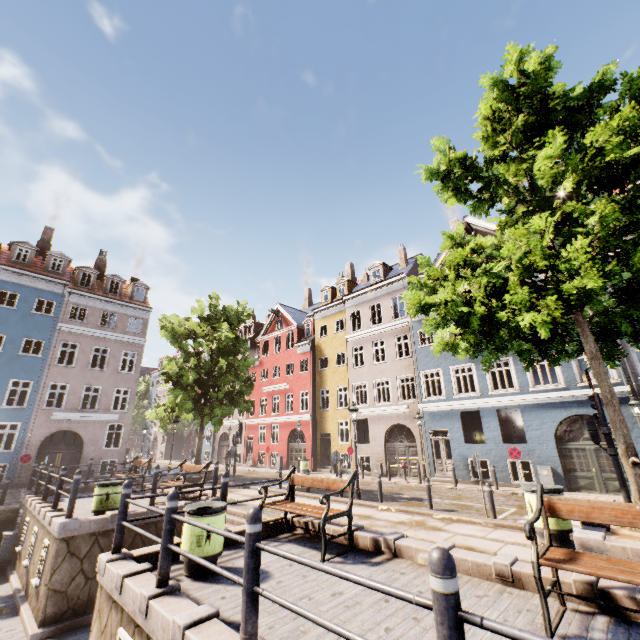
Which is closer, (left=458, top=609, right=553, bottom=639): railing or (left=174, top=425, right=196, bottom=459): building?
(left=458, top=609, right=553, bottom=639): railing

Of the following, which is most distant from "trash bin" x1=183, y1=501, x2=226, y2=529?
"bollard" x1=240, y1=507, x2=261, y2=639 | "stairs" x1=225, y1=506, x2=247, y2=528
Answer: "bollard" x1=240, y1=507, x2=261, y2=639

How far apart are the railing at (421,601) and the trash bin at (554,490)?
5.8m

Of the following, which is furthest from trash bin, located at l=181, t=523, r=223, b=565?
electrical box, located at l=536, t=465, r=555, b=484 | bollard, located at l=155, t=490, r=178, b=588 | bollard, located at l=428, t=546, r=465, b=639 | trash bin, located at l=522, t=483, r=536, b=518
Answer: electrical box, located at l=536, t=465, r=555, b=484

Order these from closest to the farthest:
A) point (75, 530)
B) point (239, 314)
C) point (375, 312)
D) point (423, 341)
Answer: point (75, 530) < point (239, 314) < point (423, 341) < point (375, 312)

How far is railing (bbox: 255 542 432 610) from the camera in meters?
2.0 m

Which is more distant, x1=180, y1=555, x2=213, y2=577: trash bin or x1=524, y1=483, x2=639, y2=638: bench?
x1=180, y1=555, x2=213, y2=577: trash bin

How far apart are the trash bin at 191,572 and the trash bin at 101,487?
5.19m
